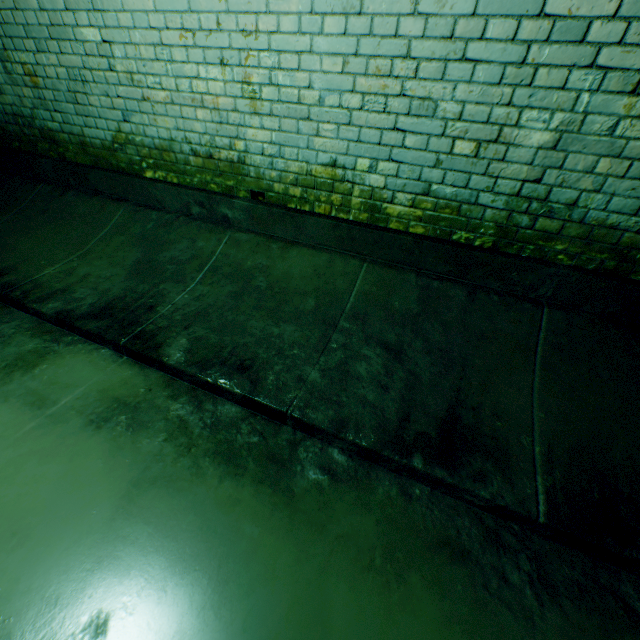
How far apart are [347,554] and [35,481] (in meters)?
1.49
